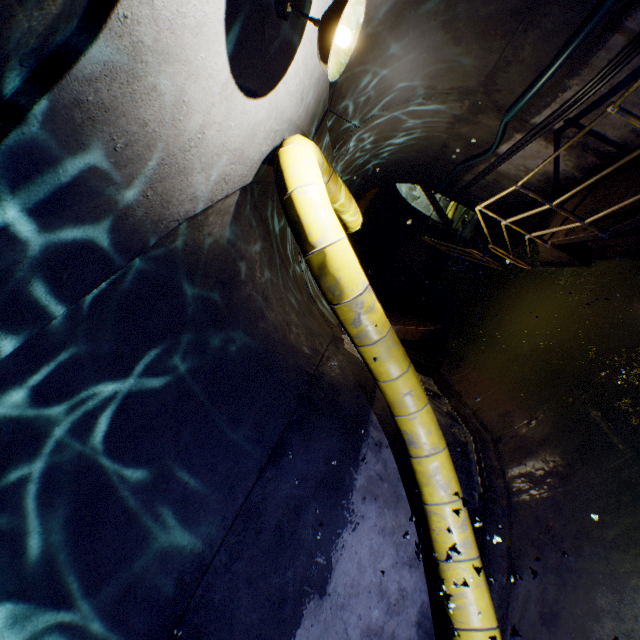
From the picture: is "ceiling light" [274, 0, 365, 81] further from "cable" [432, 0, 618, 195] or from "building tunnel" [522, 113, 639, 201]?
"cable" [432, 0, 618, 195]

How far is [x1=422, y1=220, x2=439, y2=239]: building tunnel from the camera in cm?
1460

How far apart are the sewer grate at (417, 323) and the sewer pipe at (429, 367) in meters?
0.0

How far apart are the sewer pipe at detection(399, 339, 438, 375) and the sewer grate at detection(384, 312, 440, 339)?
0.00m

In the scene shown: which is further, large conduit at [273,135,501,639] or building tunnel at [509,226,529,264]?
building tunnel at [509,226,529,264]

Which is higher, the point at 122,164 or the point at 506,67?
the point at 122,164

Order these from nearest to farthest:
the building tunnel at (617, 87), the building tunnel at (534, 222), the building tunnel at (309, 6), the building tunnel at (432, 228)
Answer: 1. the building tunnel at (309, 6)
2. the building tunnel at (617, 87)
3. the building tunnel at (534, 222)
4. the building tunnel at (432, 228)

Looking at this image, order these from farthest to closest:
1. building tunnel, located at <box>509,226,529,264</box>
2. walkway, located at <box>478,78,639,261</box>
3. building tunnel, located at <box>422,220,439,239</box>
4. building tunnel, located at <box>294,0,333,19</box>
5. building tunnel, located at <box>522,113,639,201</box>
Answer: → building tunnel, located at <box>422,220,439,239</box>, building tunnel, located at <box>509,226,529,264</box>, building tunnel, located at <box>522,113,639,201</box>, walkway, located at <box>478,78,639,261</box>, building tunnel, located at <box>294,0,333,19</box>
